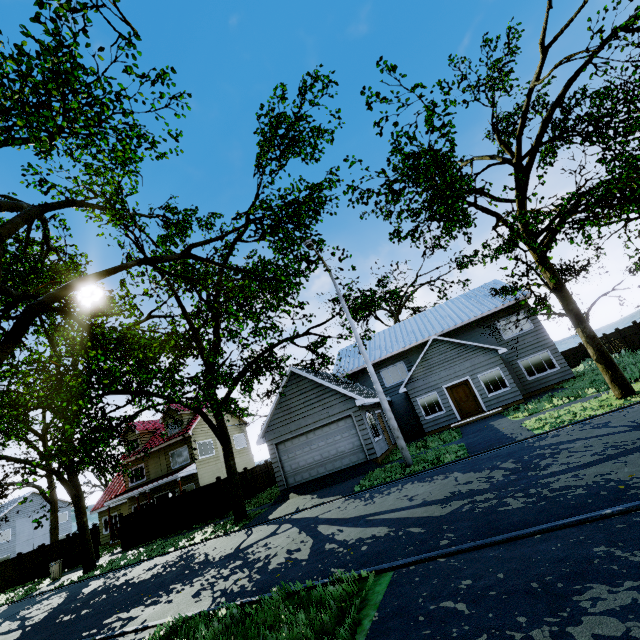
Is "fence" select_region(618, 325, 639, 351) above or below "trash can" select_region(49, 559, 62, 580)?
above

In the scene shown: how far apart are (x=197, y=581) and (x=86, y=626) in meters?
2.9 m

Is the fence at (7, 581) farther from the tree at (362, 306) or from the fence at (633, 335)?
the fence at (633, 335)

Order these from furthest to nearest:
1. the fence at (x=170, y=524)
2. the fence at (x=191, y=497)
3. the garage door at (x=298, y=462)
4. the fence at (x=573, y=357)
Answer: the fence at (x=573, y=357) < the fence at (x=170, y=524) < the fence at (x=191, y=497) < the garage door at (x=298, y=462)

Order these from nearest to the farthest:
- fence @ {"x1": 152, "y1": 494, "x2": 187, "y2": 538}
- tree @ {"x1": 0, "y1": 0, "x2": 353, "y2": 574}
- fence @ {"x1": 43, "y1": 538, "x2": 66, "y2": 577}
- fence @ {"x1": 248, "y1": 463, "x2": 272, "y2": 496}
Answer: tree @ {"x1": 0, "y1": 0, "x2": 353, "y2": 574}
fence @ {"x1": 152, "y1": 494, "x2": 187, "y2": 538}
fence @ {"x1": 248, "y1": 463, "x2": 272, "y2": 496}
fence @ {"x1": 43, "y1": 538, "x2": 66, "y2": 577}

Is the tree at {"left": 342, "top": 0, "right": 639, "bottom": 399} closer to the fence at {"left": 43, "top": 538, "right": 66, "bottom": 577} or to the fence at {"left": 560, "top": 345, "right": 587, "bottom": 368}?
the fence at {"left": 43, "top": 538, "right": 66, "bottom": 577}

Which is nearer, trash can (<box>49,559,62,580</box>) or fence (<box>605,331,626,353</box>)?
trash can (<box>49,559,62,580</box>)

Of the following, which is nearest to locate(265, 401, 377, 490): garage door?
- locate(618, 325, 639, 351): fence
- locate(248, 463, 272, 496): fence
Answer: locate(248, 463, 272, 496): fence
